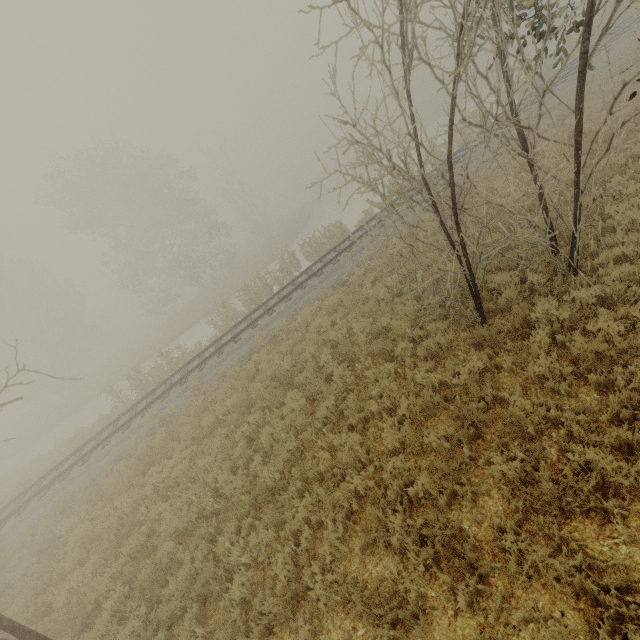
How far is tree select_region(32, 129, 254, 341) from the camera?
28.62m

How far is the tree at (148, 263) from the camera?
28.62m

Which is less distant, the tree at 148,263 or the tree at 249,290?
the tree at 249,290

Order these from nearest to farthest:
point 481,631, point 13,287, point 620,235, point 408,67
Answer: point 481,631
point 408,67
point 620,235
point 13,287

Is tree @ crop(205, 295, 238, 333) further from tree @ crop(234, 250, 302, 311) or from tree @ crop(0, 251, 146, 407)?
tree @ crop(0, 251, 146, 407)

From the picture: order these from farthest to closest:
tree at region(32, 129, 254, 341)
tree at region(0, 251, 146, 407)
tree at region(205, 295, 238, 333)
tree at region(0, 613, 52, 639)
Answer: tree at region(0, 251, 146, 407), tree at region(32, 129, 254, 341), tree at region(205, 295, 238, 333), tree at region(0, 613, 52, 639)
